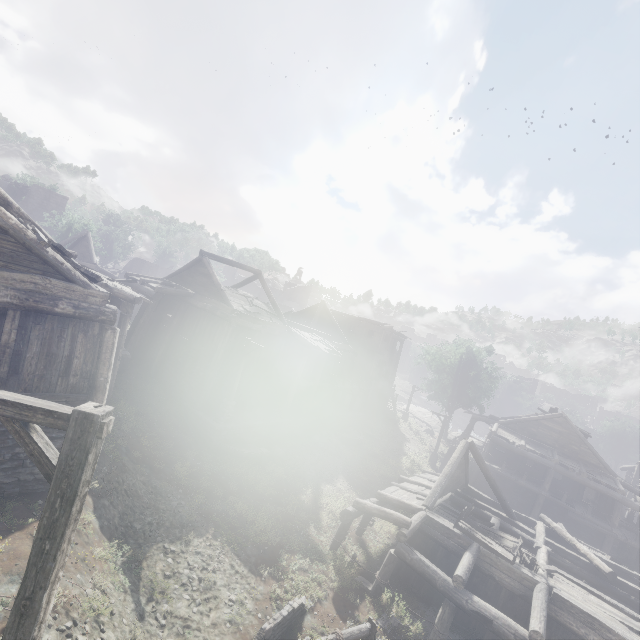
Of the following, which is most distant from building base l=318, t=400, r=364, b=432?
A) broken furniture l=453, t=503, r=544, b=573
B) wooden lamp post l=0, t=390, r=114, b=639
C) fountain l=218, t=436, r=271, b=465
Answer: wooden lamp post l=0, t=390, r=114, b=639

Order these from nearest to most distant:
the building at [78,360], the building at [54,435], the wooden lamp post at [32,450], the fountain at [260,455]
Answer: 1. the wooden lamp post at [32,450]
2. the building at [78,360]
3. the building at [54,435]
4. the fountain at [260,455]

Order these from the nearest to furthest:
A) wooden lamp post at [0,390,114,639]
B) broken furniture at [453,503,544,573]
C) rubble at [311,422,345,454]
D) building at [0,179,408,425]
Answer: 1. wooden lamp post at [0,390,114,639]
2. building at [0,179,408,425]
3. broken furniture at [453,503,544,573]
4. rubble at [311,422,345,454]

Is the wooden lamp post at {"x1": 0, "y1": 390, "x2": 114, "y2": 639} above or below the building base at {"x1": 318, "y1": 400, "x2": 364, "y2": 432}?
above

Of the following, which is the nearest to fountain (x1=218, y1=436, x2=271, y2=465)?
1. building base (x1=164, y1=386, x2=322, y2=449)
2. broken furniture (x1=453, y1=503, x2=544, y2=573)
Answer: building base (x1=164, y1=386, x2=322, y2=449)

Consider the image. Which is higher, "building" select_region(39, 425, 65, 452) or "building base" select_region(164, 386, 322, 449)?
"building" select_region(39, 425, 65, 452)

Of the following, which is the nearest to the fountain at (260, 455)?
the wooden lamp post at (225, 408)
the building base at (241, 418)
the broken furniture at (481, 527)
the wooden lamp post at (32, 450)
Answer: the building base at (241, 418)

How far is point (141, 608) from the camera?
8.3m
